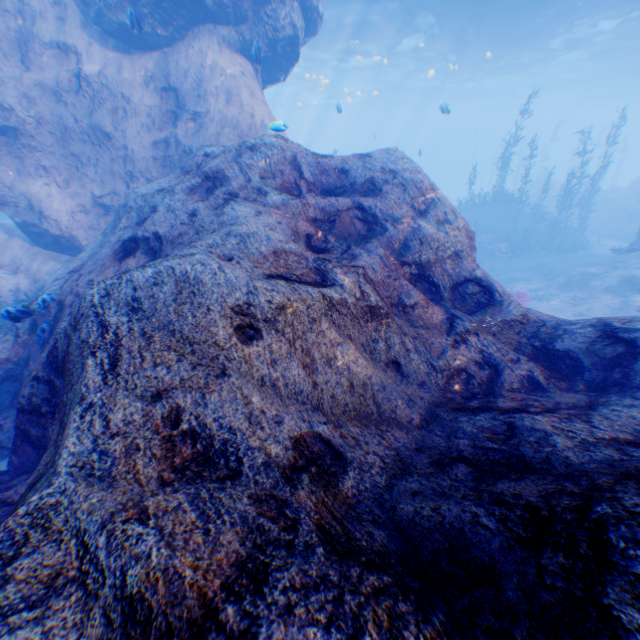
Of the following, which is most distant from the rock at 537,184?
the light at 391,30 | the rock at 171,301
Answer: the light at 391,30

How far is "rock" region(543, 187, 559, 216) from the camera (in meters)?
28.78

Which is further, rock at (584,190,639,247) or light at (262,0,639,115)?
rock at (584,190,639,247)

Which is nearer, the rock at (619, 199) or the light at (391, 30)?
the light at (391, 30)

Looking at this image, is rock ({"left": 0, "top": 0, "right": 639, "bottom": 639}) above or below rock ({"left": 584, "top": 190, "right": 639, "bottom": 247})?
above

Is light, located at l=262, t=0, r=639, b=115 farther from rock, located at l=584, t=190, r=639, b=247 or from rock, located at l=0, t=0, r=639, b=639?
rock, located at l=584, t=190, r=639, b=247

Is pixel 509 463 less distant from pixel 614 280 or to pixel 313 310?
pixel 313 310
